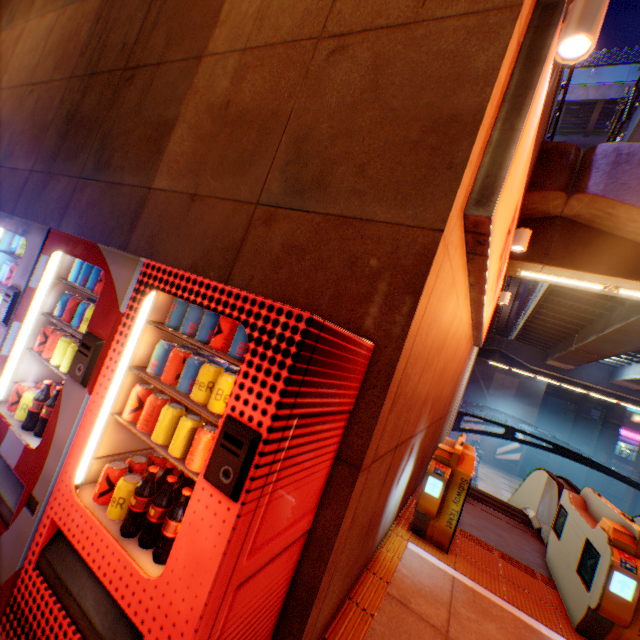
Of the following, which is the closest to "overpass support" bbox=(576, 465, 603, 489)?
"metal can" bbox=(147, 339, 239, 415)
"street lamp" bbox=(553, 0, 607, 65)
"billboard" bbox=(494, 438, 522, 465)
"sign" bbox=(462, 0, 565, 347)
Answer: "sign" bbox=(462, 0, 565, 347)

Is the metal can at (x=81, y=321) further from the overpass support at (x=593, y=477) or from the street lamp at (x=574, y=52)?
the overpass support at (x=593, y=477)

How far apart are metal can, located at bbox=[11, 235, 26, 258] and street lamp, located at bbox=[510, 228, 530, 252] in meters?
7.3 m

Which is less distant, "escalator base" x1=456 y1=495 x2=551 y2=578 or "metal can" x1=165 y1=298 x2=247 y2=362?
"metal can" x1=165 y1=298 x2=247 y2=362

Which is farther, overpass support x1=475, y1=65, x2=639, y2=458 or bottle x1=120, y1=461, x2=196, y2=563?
overpass support x1=475, y1=65, x2=639, y2=458

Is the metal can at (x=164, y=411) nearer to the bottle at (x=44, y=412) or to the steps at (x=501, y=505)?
the bottle at (x=44, y=412)

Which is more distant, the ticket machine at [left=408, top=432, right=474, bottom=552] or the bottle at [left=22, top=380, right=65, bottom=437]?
the ticket machine at [left=408, top=432, right=474, bottom=552]

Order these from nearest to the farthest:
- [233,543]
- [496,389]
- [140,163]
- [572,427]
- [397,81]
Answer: [233,543] → [397,81] → [140,163] → [496,389] → [572,427]
